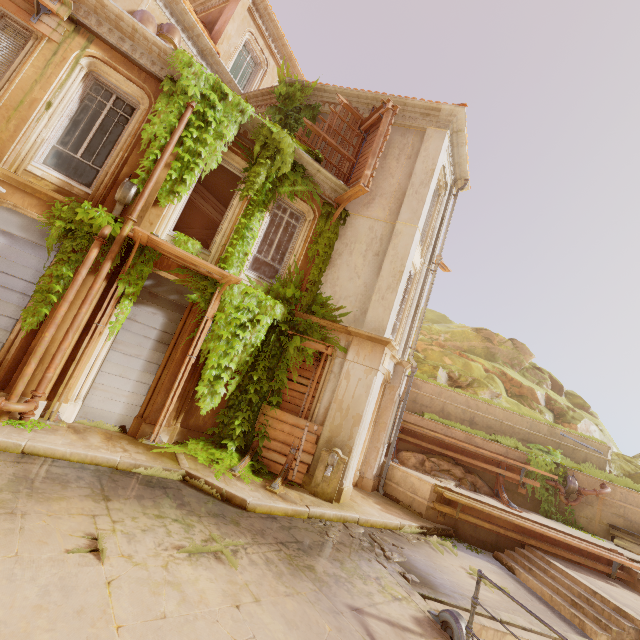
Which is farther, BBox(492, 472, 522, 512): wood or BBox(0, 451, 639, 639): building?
BBox(492, 472, 522, 512): wood

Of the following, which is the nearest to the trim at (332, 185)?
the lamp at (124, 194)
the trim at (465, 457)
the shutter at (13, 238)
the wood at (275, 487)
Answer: the lamp at (124, 194)

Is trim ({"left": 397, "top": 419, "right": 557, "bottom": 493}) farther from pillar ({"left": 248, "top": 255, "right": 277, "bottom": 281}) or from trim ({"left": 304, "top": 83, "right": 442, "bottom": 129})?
trim ({"left": 304, "top": 83, "right": 442, "bottom": 129})

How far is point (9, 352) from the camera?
6.69m

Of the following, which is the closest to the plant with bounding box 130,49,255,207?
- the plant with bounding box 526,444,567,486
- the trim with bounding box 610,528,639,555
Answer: the plant with bounding box 526,444,567,486

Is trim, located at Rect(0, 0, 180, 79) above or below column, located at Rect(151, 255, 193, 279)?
above

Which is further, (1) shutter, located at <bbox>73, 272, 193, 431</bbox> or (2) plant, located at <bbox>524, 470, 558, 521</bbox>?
(2) plant, located at <bbox>524, 470, 558, 521</bbox>

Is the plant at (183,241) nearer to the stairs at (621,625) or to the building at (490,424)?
the building at (490,424)
